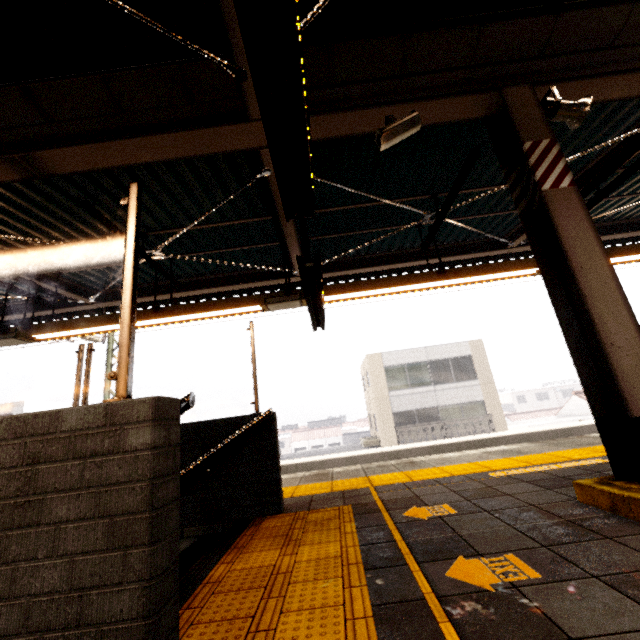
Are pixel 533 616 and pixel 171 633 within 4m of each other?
yes

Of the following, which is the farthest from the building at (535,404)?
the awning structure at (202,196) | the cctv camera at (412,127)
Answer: the cctv camera at (412,127)

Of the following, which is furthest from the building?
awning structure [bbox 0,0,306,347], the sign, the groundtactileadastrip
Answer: the sign

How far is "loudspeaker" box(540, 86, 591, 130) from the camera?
3.1m

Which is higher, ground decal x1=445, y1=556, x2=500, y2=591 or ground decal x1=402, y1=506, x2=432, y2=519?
ground decal x1=402, y1=506, x2=432, y2=519

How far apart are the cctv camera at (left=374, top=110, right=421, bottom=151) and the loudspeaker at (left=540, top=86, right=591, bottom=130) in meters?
1.2

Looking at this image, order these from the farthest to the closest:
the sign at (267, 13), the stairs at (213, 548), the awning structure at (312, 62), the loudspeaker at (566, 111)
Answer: the loudspeaker at (566, 111) → the awning structure at (312, 62) → the stairs at (213, 548) → the sign at (267, 13)

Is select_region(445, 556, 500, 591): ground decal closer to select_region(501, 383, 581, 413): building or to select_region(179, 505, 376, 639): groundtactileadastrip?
select_region(179, 505, 376, 639): groundtactileadastrip
